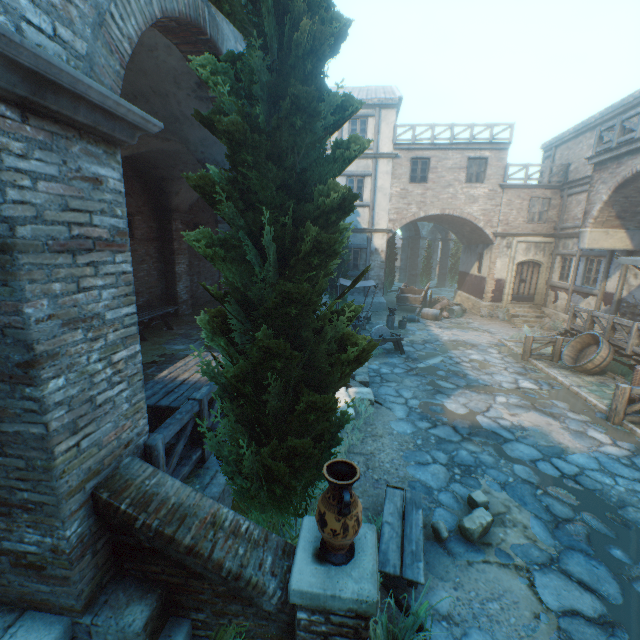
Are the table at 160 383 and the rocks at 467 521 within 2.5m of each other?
no

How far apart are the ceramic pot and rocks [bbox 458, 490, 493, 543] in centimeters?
259cm

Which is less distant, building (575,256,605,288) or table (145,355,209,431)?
table (145,355,209,431)

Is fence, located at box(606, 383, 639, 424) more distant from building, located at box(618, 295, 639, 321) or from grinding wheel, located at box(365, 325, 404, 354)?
grinding wheel, located at box(365, 325, 404, 354)

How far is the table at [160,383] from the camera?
4.56m

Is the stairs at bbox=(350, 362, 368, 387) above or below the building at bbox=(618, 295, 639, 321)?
below

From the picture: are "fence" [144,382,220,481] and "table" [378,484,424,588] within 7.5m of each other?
yes

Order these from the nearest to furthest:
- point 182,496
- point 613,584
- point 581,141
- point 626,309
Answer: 1. point 182,496
2. point 613,584
3. point 626,309
4. point 581,141
